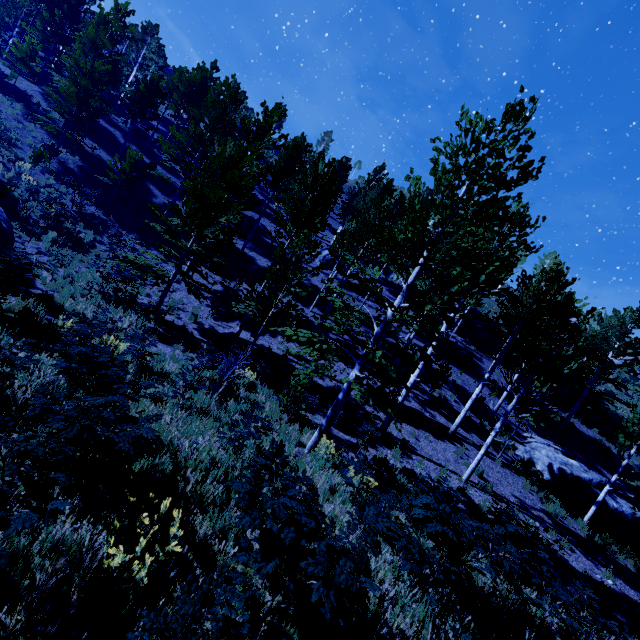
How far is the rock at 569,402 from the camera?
28.6 meters

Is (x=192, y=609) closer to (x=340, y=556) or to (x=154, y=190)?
(x=340, y=556)

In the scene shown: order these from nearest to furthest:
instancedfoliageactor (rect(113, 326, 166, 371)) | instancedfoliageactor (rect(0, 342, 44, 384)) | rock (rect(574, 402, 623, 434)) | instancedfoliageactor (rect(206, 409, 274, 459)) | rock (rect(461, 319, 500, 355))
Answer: instancedfoliageactor (rect(0, 342, 44, 384)) → instancedfoliageactor (rect(113, 326, 166, 371)) → instancedfoliageactor (rect(206, 409, 274, 459)) → rock (rect(574, 402, 623, 434)) → rock (rect(461, 319, 500, 355))

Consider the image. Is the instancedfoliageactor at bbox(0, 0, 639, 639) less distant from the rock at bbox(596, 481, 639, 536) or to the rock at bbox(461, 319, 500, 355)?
the rock at bbox(596, 481, 639, 536)

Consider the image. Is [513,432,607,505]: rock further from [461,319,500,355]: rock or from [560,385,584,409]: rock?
[461,319,500,355]: rock

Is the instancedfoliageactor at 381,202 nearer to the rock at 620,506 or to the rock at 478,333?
the rock at 620,506

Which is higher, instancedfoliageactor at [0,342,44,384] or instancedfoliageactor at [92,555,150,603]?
instancedfoliageactor at [0,342,44,384]
